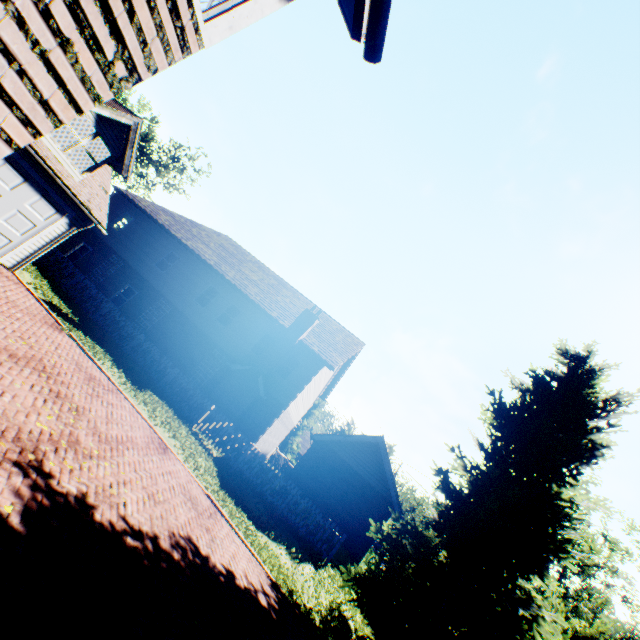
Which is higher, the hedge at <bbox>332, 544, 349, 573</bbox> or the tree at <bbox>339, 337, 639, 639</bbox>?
the tree at <bbox>339, 337, 639, 639</bbox>

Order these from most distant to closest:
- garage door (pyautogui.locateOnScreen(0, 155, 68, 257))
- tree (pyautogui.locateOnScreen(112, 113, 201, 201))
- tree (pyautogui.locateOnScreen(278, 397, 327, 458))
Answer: tree (pyautogui.locateOnScreen(278, 397, 327, 458)) → tree (pyautogui.locateOnScreen(112, 113, 201, 201)) → garage door (pyautogui.locateOnScreen(0, 155, 68, 257))

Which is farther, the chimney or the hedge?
the chimney

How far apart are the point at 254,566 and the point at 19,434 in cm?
687

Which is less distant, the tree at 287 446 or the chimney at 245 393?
the chimney at 245 393

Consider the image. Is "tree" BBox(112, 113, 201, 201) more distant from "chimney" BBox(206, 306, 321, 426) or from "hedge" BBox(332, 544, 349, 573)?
"chimney" BBox(206, 306, 321, 426)

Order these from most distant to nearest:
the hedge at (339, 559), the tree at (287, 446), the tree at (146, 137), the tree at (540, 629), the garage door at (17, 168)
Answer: the tree at (287, 446), the tree at (146, 137), the hedge at (339, 559), the garage door at (17, 168), the tree at (540, 629)

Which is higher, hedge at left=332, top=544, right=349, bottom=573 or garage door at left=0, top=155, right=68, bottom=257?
garage door at left=0, top=155, right=68, bottom=257
